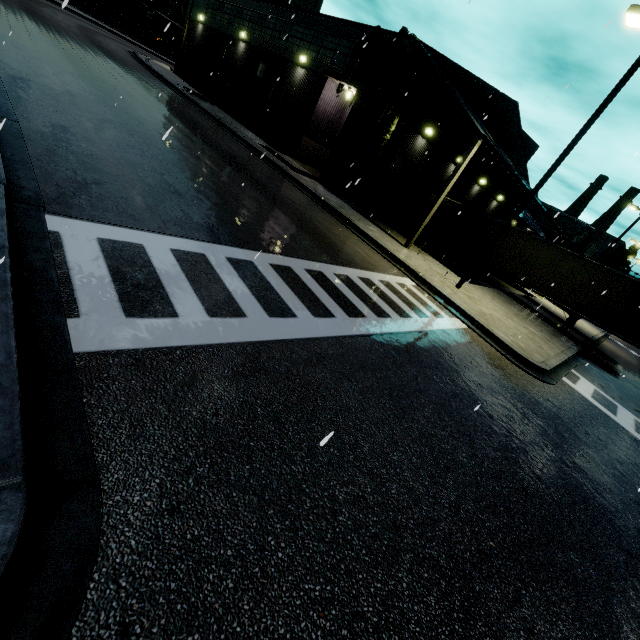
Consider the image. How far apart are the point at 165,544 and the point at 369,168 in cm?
2018

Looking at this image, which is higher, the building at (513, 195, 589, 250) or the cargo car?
the building at (513, 195, 589, 250)

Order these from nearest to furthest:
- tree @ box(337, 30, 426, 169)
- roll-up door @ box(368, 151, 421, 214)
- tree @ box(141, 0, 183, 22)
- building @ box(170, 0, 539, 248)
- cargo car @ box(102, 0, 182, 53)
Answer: tree @ box(337, 30, 426, 169) < building @ box(170, 0, 539, 248) < roll-up door @ box(368, 151, 421, 214) < cargo car @ box(102, 0, 182, 53) < tree @ box(141, 0, 183, 22)

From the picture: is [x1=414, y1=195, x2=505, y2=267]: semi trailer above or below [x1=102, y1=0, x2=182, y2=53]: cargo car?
below

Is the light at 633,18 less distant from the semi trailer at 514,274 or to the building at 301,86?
the building at 301,86

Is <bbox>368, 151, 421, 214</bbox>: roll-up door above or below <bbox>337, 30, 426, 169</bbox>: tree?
below

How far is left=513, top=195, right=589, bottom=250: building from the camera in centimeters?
2621cm
